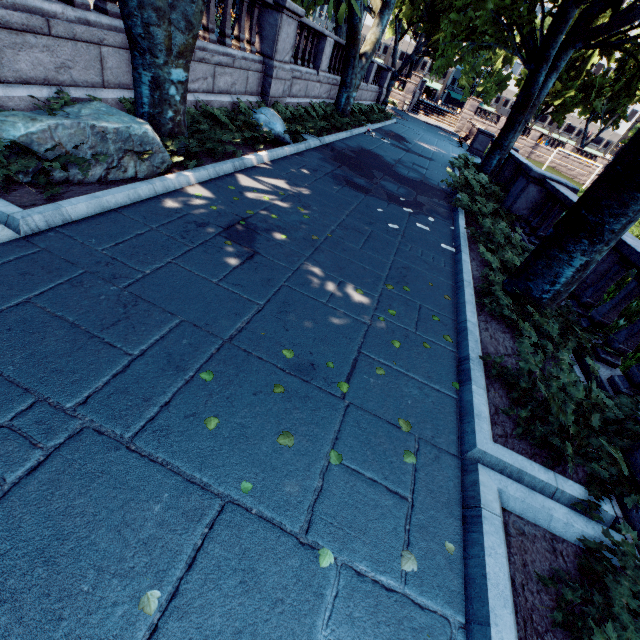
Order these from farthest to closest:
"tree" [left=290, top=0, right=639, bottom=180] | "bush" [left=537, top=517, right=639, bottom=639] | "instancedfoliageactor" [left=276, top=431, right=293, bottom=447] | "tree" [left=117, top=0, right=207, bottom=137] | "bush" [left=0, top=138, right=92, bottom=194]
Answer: "tree" [left=290, top=0, right=639, bottom=180]
"tree" [left=117, top=0, right=207, bottom=137]
"bush" [left=0, top=138, right=92, bottom=194]
"instancedfoliageactor" [left=276, top=431, right=293, bottom=447]
"bush" [left=537, top=517, right=639, bottom=639]

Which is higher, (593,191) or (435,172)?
(593,191)

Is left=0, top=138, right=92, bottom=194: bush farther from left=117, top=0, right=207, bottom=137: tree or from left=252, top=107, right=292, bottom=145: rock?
left=252, top=107, right=292, bottom=145: rock

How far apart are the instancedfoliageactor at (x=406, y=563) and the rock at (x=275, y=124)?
9.6m

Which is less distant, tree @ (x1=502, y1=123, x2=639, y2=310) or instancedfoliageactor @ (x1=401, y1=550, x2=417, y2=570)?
instancedfoliageactor @ (x1=401, y1=550, x2=417, y2=570)

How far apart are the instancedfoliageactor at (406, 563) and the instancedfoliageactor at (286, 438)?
1.1m

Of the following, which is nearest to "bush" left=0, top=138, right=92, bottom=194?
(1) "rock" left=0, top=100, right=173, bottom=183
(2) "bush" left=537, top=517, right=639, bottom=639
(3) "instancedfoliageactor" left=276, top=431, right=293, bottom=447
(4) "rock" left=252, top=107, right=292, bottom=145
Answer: (1) "rock" left=0, top=100, right=173, bottom=183

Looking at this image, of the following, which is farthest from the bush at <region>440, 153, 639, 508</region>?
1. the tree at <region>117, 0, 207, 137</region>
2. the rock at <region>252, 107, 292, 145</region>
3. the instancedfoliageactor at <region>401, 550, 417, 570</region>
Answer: the rock at <region>252, 107, 292, 145</region>
